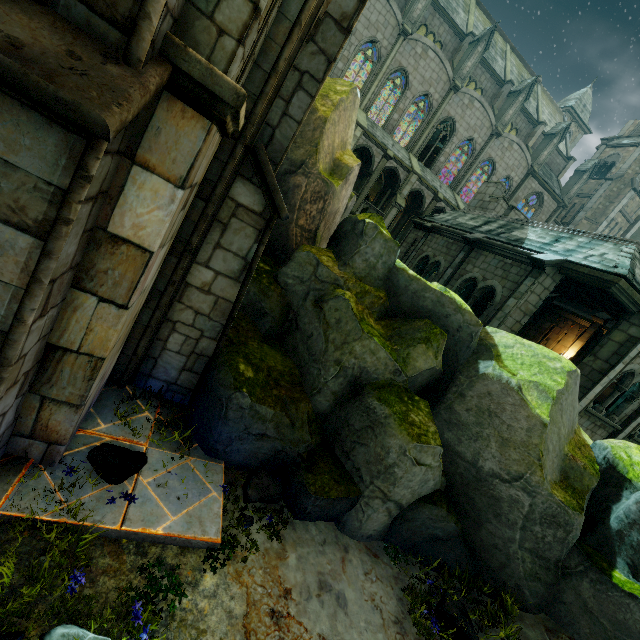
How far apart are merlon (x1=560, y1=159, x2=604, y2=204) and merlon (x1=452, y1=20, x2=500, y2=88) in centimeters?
1656cm

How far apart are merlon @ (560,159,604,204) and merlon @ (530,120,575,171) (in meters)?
4.59

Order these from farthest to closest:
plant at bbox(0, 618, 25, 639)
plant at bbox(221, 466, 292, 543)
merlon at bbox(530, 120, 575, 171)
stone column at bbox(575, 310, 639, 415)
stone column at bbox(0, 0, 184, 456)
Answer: merlon at bbox(530, 120, 575, 171), stone column at bbox(575, 310, 639, 415), plant at bbox(221, 466, 292, 543), plant at bbox(0, 618, 25, 639), stone column at bbox(0, 0, 184, 456)

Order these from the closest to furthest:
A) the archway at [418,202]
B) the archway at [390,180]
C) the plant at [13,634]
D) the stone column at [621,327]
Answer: the plant at [13,634] → the stone column at [621,327] → the archway at [390,180] → the archway at [418,202]

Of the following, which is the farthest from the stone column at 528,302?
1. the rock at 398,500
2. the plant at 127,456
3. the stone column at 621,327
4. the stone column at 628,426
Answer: the plant at 127,456

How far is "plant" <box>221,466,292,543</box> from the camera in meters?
4.4

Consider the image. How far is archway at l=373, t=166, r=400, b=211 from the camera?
26.6m

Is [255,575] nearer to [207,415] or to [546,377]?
[207,415]
